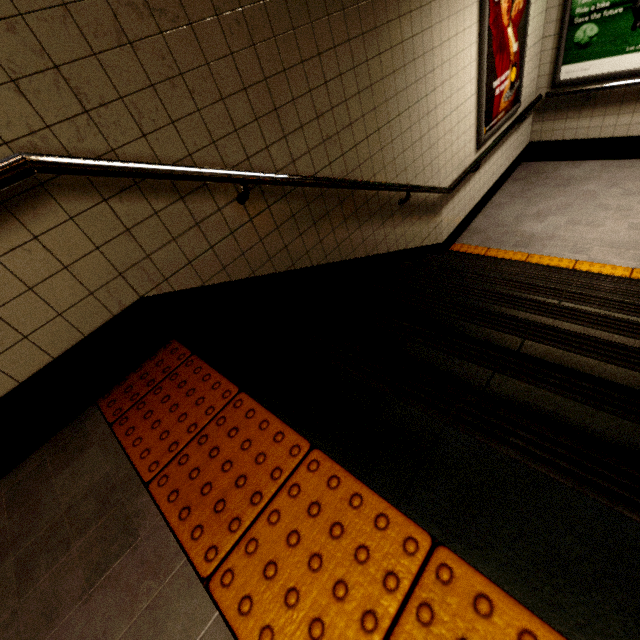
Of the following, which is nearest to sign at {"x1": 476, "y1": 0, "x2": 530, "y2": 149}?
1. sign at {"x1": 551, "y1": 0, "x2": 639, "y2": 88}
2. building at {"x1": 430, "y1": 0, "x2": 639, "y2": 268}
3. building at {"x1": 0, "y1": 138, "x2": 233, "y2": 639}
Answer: building at {"x1": 430, "y1": 0, "x2": 639, "y2": 268}

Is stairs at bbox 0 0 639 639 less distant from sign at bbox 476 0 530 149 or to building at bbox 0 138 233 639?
building at bbox 0 138 233 639

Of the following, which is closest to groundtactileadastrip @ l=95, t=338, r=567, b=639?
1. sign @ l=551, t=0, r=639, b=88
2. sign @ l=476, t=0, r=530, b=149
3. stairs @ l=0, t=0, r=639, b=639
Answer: stairs @ l=0, t=0, r=639, b=639

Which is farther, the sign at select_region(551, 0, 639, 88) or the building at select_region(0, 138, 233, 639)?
the sign at select_region(551, 0, 639, 88)

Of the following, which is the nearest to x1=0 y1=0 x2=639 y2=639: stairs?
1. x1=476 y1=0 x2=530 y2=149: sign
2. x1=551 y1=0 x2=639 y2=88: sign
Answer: x1=476 y1=0 x2=530 y2=149: sign

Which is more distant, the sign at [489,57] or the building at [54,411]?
the sign at [489,57]

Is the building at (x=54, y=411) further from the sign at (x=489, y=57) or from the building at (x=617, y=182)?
the sign at (x=489, y=57)

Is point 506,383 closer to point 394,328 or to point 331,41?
point 394,328
